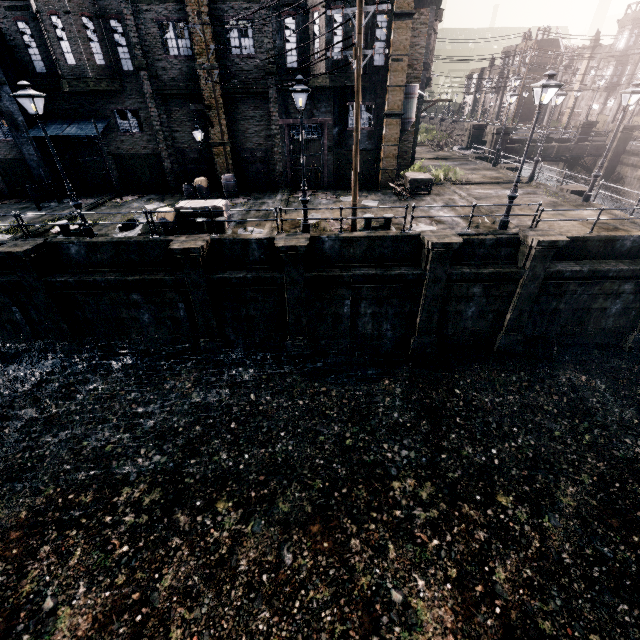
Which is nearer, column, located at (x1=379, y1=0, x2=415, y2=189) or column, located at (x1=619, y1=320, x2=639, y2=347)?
column, located at (x1=619, y1=320, x2=639, y2=347)

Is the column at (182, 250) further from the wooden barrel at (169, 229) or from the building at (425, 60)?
the building at (425, 60)

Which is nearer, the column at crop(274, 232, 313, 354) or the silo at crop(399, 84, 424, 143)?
the column at crop(274, 232, 313, 354)

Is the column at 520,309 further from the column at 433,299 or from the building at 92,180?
the building at 92,180

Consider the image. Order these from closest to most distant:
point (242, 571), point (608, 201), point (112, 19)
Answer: point (242, 571) → point (112, 19) → point (608, 201)

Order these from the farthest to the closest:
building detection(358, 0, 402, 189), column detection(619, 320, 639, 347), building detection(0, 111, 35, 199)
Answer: building detection(0, 111, 35, 199), building detection(358, 0, 402, 189), column detection(619, 320, 639, 347)

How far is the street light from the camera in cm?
1177

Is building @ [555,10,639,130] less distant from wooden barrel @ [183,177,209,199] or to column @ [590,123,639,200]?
column @ [590,123,639,200]
